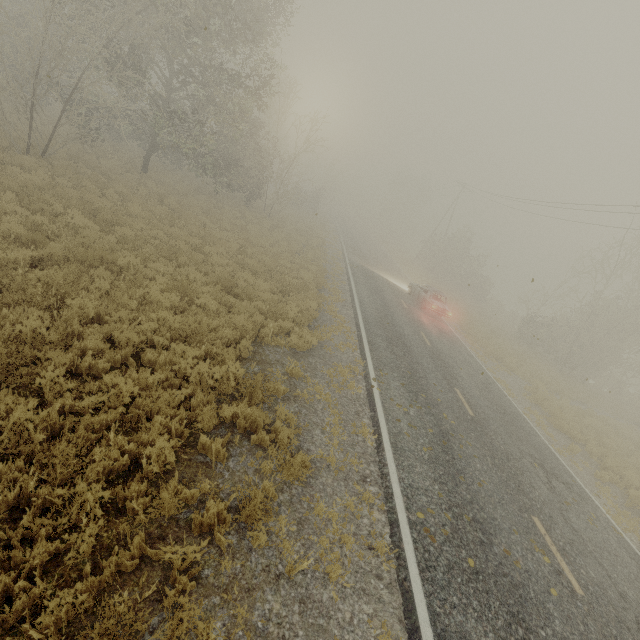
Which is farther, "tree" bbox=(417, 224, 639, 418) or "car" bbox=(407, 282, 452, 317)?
"tree" bbox=(417, 224, 639, 418)

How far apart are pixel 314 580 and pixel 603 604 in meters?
5.8

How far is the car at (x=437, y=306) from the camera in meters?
20.5

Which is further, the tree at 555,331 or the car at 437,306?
the tree at 555,331

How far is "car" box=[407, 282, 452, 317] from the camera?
20.48m
